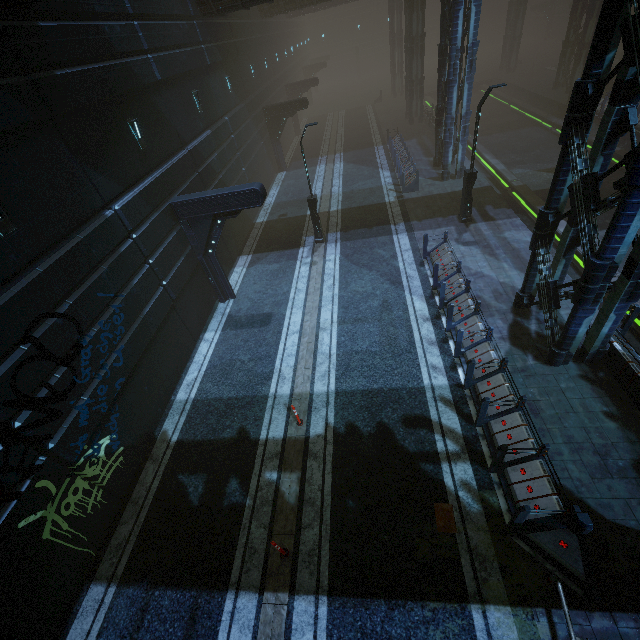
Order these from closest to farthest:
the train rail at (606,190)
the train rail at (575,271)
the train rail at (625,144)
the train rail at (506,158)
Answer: the train rail at (575,271), the train rail at (606,190), the train rail at (506,158), the train rail at (625,144)

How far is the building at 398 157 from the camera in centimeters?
1992cm

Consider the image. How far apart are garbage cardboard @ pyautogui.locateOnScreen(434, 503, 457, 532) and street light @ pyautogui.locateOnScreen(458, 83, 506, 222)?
13.38m

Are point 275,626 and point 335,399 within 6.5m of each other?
yes

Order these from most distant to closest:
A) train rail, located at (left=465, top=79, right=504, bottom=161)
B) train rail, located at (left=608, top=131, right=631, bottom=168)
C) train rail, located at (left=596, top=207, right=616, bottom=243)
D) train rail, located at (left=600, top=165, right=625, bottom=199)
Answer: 1. train rail, located at (left=465, top=79, right=504, bottom=161)
2. train rail, located at (left=608, top=131, right=631, bottom=168)
3. train rail, located at (left=600, top=165, right=625, bottom=199)
4. train rail, located at (left=596, top=207, right=616, bottom=243)

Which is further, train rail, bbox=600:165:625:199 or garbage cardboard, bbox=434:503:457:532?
train rail, bbox=600:165:625:199

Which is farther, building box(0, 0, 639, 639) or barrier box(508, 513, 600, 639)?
building box(0, 0, 639, 639)

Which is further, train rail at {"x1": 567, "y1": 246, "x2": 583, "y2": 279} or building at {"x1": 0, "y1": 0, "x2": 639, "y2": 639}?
train rail at {"x1": 567, "y1": 246, "x2": 583, "y2": 279}
